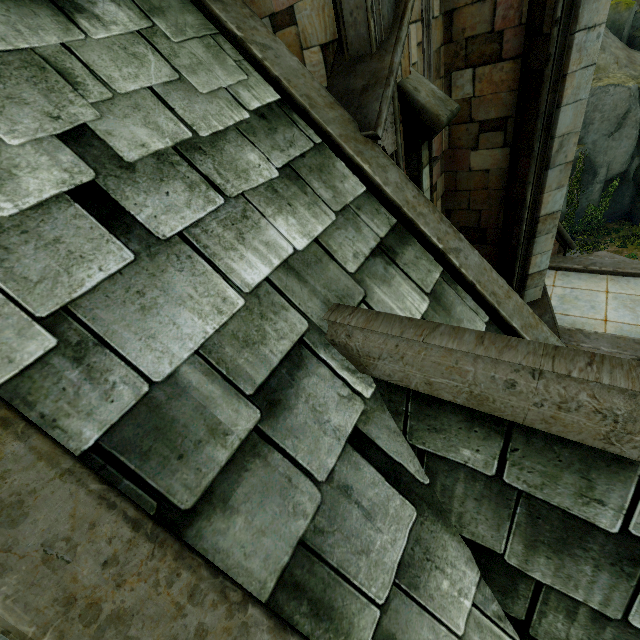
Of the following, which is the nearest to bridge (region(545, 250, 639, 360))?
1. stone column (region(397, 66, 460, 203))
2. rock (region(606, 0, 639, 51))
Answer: stone column (region(397, 66, 460, 203))

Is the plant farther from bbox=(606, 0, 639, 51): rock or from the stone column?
the stone column

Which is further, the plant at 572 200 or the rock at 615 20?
the rock at 615 20

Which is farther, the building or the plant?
the plant

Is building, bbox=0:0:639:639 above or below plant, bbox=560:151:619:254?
above

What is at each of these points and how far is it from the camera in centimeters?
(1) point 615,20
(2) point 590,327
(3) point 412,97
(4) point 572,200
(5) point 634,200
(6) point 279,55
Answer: (1) rock, 2212cm
(2) bridge, 861cm
(3) stone column, 398cm
(4) plant, 2003cm
(5) rock, 2006cm
(6) building, 357cm

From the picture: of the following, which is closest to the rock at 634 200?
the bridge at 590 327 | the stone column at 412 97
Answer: the bridge at 590 327

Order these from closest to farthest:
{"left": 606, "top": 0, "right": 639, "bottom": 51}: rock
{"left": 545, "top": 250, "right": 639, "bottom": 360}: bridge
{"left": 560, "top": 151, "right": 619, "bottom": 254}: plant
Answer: {"left": 545, "top": 250, "right": 639, "bottom": 360}: bridge → {"left": 560, "top": 151, "right": 619, "bottom": 254}: plant → {"left": 606, "top": 0, "right": 639, "bottom": 51}: rock
